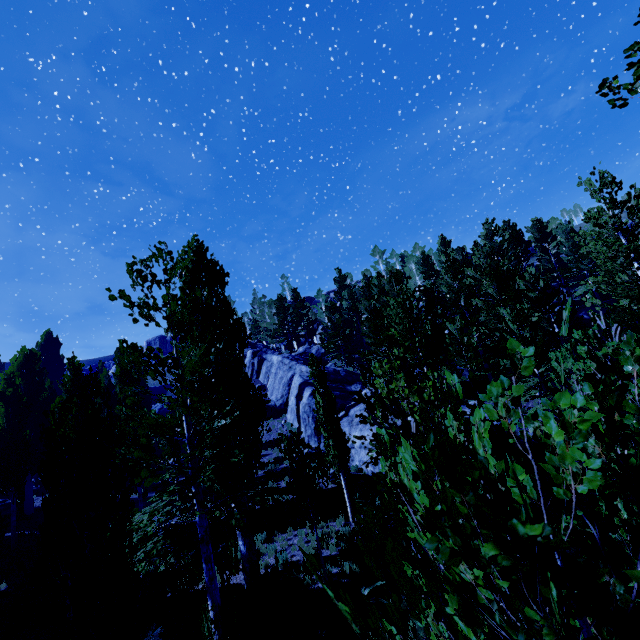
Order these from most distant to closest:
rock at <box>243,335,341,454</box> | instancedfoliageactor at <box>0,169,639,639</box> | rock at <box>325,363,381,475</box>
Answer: rock at <box>243,335,341,454</box> < rock at <box>325,363,381,475</box> < instancedfoliageactor at <box>0,169,639,639</box>

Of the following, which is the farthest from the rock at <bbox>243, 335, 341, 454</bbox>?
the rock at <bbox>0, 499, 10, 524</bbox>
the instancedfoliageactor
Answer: the rock at <bbox>0, 499, 10, 524</bbox>

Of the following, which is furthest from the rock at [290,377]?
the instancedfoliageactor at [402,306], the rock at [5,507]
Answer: the rock at [5,507]

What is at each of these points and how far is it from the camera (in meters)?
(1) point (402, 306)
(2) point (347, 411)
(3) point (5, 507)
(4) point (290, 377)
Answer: (1) instancedfoliageactor, 11.23
(2) rock, 23.31
(3) rock, 24.25
(4) rock, 37.81

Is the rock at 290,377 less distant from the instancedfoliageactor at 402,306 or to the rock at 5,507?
the instancedfoliageactor at 402,306

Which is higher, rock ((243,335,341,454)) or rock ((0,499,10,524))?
rock ((243,335,341,454))
